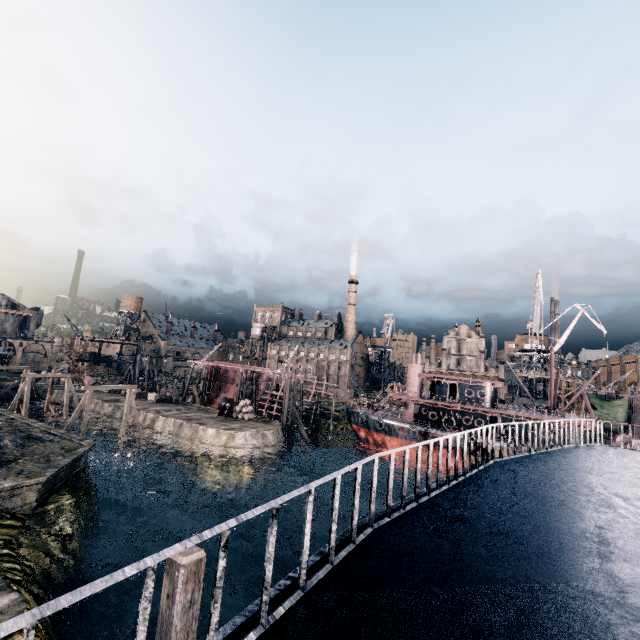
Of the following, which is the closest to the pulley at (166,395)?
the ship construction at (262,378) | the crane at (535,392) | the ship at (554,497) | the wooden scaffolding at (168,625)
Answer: the ship construction at (262,378)

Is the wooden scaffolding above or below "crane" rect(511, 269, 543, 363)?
below

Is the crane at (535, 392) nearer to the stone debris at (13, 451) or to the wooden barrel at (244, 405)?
the wooden barrel at (244, 405)

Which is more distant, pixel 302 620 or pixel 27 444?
pixel 27 444

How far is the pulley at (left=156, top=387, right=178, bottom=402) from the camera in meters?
52.7

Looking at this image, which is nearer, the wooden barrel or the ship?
the ship

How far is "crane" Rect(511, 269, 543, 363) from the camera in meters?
49.8 m

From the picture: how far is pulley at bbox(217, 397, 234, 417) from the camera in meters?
45.7
